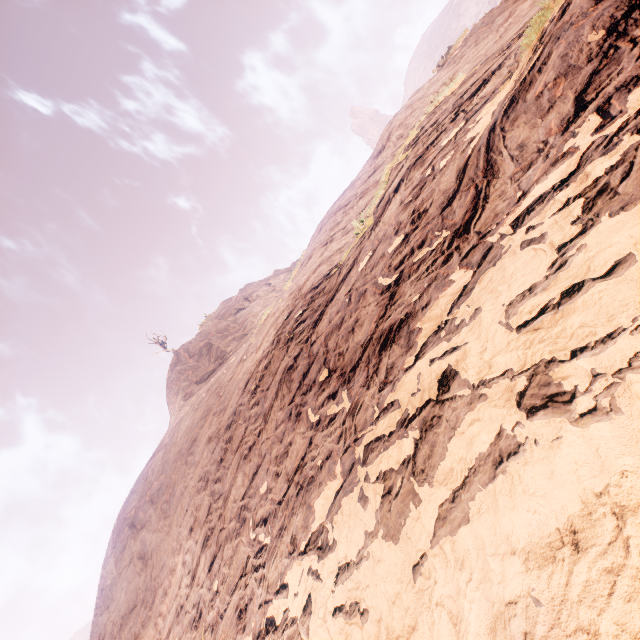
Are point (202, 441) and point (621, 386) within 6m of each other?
no
